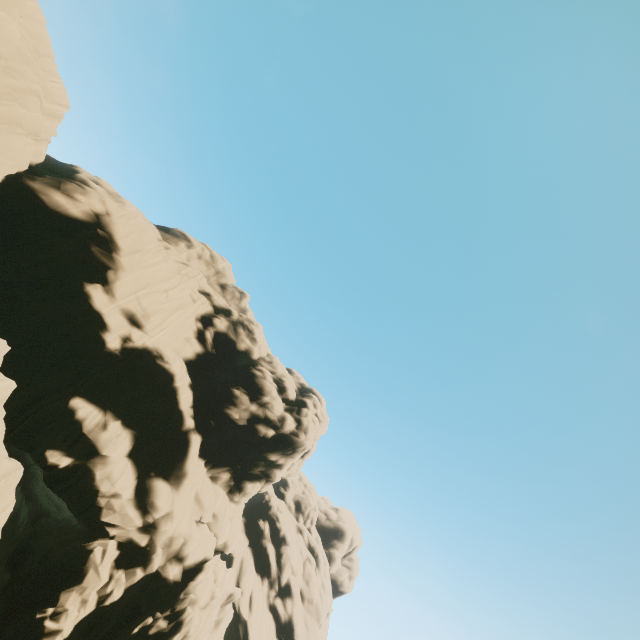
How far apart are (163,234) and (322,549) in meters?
55.8 m
